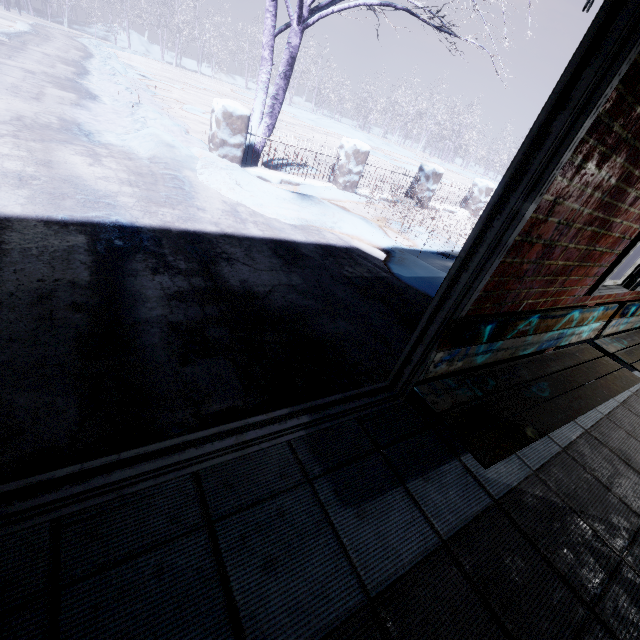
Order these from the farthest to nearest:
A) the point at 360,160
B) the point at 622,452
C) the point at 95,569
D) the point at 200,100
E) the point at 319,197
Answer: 1. the point at 200,100
2. the point at 360,160
3. the point at 319,197
4. the point at 622,452
5. the point at 95,569

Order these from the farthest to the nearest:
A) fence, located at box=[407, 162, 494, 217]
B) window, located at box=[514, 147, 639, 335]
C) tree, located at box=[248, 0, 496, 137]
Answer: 1. fence, located at box=[407, 162, 494, 217]
2. tree, located at box=[248, 0, 496, 137]
3. window, located at box=[514, 147, 639, 335]

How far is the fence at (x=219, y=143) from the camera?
4.4 meters

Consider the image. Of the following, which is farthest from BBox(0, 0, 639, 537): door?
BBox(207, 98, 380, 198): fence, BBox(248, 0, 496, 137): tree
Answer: BBox(207, 98, 380, 198): fence

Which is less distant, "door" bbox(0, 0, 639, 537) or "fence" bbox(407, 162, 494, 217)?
"door" bbox(0, 0, 639, 537)

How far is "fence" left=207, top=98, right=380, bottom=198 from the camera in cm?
444

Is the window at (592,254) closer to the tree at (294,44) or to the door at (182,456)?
the door at (182,456)
